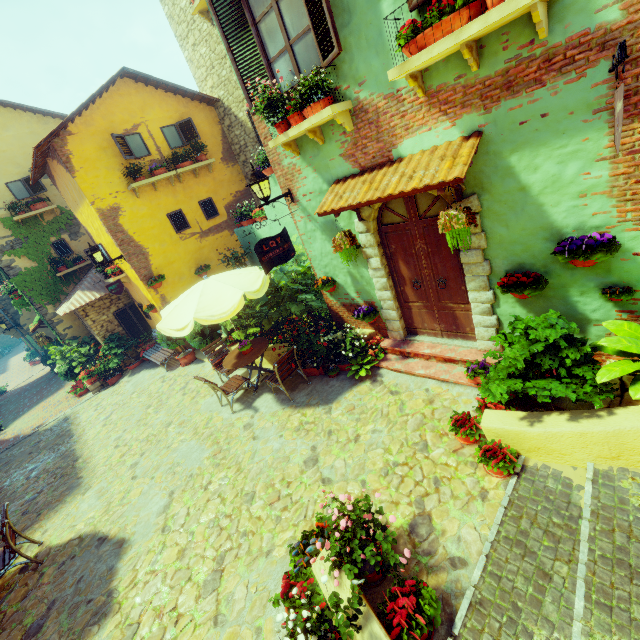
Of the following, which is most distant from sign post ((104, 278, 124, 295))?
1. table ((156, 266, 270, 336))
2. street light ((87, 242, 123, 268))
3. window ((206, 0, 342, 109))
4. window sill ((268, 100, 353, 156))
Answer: window sill ((268, 100, 353, 156))

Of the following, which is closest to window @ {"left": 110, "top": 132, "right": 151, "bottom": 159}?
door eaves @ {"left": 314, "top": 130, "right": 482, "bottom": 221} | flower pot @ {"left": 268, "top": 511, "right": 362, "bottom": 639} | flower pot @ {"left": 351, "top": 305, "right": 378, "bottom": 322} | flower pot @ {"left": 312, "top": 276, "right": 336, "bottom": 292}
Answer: door eaves @ {"left": 314, "top": 130, "right": 482, "bottom": 221}

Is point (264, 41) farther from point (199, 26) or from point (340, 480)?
point (199, 26)

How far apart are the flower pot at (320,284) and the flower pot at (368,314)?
0.7m

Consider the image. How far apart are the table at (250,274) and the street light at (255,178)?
1.28m

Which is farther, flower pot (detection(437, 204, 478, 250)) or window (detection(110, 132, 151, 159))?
window (detection(110, 132, 151, 159))

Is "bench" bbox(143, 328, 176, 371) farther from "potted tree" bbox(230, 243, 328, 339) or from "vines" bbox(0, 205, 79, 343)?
"vines" bbox(0, 205, 79, 343)

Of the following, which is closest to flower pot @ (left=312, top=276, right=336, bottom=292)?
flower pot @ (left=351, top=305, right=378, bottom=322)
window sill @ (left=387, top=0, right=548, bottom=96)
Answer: flower pot @ (left=351, top=305, right=378, bottom=322)
